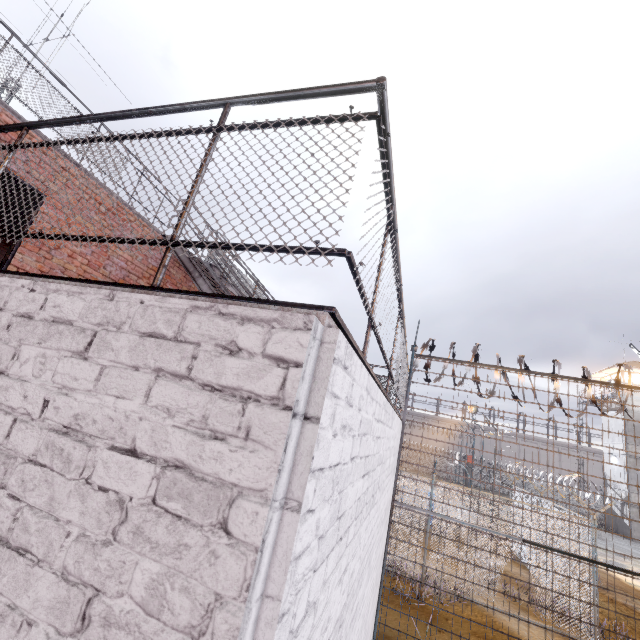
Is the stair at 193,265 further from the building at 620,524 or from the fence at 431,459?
the building at 620,524

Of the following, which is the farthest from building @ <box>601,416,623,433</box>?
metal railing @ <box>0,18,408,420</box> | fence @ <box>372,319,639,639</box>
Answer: metal railing @ <box>0,18,408,420</box>

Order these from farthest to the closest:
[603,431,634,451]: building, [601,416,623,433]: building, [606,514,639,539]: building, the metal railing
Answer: [601,416,623,433]: building, [603,431,634,451]: building, [606,514,639,539]: building, the metal railing

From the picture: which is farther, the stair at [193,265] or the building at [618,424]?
the building at [618,424]

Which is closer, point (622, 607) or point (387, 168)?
point (387, 168)

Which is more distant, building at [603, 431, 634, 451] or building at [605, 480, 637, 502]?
building at [603, 431, 634, 451]

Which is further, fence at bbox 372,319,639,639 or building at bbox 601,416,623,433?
Result: building at bbox 601,416,623,433

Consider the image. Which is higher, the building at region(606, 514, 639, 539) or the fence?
the fence
